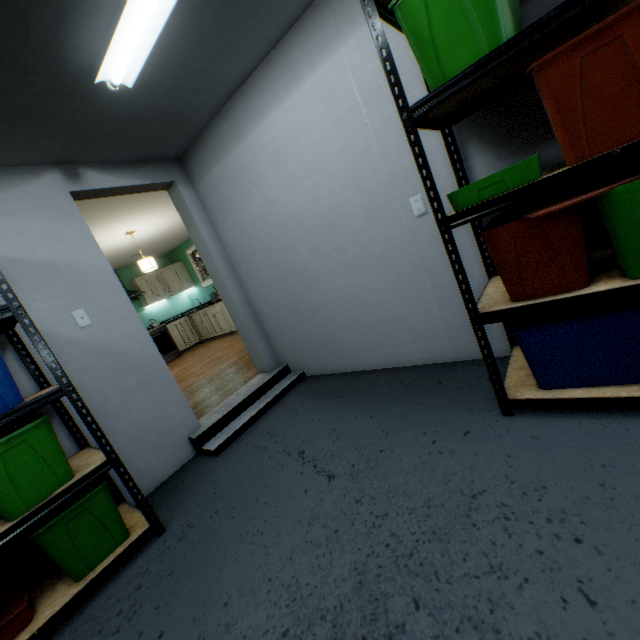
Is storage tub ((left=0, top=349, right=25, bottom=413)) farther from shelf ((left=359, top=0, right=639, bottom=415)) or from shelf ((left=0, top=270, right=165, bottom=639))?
shelf ((left=359, top=0, right=639, bottom=415))

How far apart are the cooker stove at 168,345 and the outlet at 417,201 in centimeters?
702cm

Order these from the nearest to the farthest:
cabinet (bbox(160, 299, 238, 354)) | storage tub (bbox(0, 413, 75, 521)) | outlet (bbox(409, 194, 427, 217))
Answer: storage tub (bbox(0, 413, 75, 521)), outlet (bbox(409, 194, 427, 217)), cabinet (bbox(160, 299, 238, 354))

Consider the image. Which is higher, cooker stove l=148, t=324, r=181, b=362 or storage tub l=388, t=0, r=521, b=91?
storage tub l=388, t=0, r=521, b=91

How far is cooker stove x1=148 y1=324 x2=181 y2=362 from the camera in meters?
7.5 m

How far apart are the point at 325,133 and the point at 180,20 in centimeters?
97cm

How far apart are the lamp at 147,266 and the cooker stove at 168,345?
2.4m

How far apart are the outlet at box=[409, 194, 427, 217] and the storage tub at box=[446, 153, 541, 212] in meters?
0.4 m
